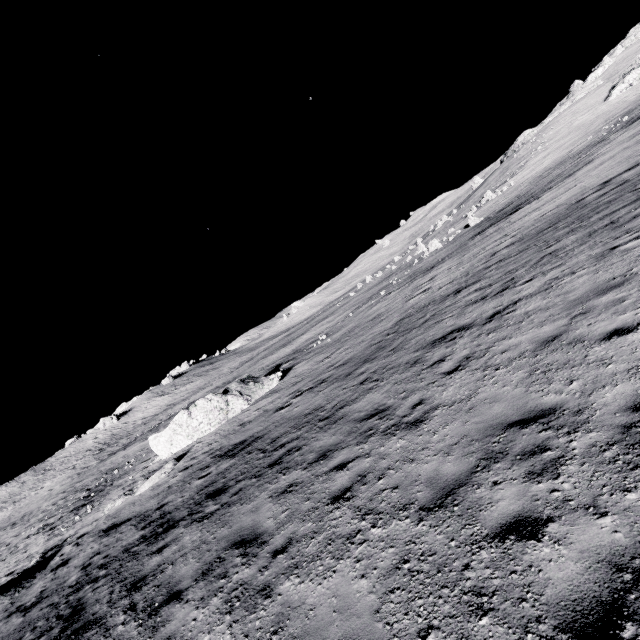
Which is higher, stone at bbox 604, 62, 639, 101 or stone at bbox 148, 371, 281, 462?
stone at bbox 604, 62, 639, 101

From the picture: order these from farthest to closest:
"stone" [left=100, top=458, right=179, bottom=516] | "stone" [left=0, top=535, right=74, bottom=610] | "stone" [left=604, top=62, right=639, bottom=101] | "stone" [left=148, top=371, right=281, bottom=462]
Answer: "stone" [left=604, top=62, right=639, bottom=101]
"stone" [left=148, top=371, right=281, bottom=462]
"stone" [left=100, top=458, right=179, bottom=516]
"stone" [left=0, top=535, right=74, bottom=610]

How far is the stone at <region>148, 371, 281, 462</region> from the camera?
20.7 meters

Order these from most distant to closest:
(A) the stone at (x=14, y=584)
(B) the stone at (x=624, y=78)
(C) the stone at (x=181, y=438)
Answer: (B) the stone at (x=624, y=78), (C) the stone at (x=181, y=438), (A) the stone at (x=14, y=584)

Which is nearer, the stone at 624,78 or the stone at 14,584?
the stone at 14,584

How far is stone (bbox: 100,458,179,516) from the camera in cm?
1661

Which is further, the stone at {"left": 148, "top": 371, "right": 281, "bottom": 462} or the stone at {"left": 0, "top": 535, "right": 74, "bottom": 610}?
the stone at {"left": 148, "top": 371, "right": 281, "bottom": 462}

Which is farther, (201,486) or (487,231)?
(487,231)
